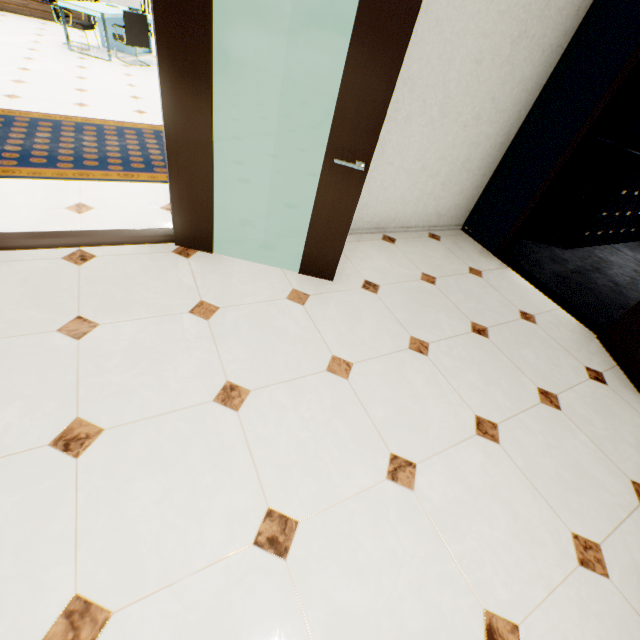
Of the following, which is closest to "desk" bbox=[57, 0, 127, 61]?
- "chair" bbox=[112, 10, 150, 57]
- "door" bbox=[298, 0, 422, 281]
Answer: "chair" bbox=[112, 10, 150, 57]

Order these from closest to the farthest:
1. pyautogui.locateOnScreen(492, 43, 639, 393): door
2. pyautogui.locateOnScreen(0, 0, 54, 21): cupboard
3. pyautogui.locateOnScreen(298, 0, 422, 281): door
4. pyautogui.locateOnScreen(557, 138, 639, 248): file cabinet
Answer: pyautogui.locateOnScreen(298, 0, 422, 281): door < pyautogui.locateOnScreen(492, 43, 639, 393): door < pyautogui.locateOnScreen(557, 138, 639, 248): file cabinet < pyautogui.locateOnScreen(0, 0, 54, 21): cupboard

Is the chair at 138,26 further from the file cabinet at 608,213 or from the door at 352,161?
the file cabinet at 608,213

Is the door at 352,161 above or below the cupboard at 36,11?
above

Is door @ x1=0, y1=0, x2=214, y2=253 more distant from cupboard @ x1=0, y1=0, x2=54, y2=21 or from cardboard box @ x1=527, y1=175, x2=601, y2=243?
cupboard @ x1=0, y1=0, x2=54, y2=21

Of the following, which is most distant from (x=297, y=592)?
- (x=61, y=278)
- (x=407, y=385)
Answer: (x=61, y=278)

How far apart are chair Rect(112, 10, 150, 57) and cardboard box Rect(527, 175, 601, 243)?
8.32m

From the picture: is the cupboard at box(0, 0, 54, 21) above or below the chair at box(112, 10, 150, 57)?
below
